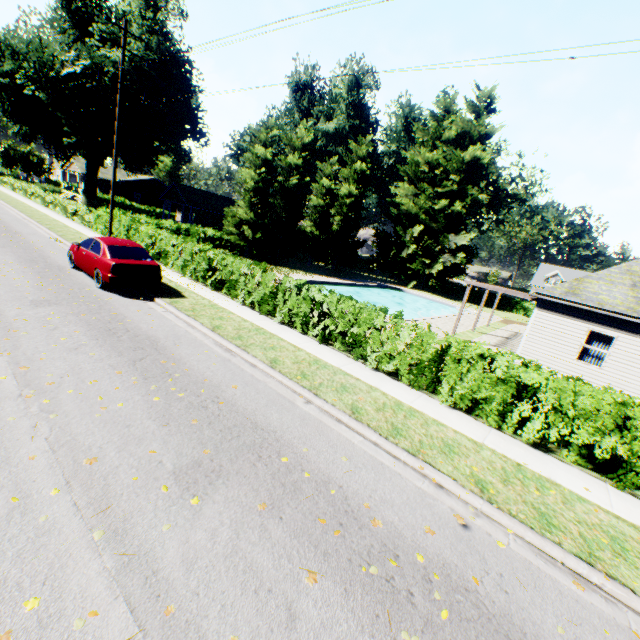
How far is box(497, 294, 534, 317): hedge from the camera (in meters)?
42.38

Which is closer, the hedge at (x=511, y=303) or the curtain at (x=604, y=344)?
the curtain at (x=604, y=344)

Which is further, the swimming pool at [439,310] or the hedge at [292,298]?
the swimming pool at [439,310]

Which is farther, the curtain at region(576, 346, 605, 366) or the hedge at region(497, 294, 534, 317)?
the hedge at region(497, 294, 534, 317)

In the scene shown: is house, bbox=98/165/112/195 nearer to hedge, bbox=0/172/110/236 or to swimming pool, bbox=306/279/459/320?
hedge, bbox=0/172/110/236

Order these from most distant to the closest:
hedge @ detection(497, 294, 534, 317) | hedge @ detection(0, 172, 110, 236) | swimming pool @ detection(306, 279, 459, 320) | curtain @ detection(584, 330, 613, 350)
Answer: hedge @ detection(497, 294, 534, 317)
swimming pool @ detection(306, 279, 459, 320)
hedge @ detection(0, 172, 110, 236)
curtain @ detection(584, 330, 613, 350)

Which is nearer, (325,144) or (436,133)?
(436,133)

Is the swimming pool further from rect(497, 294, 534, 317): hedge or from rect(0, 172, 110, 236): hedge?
rect(497, 294, 534, 317): hedge
